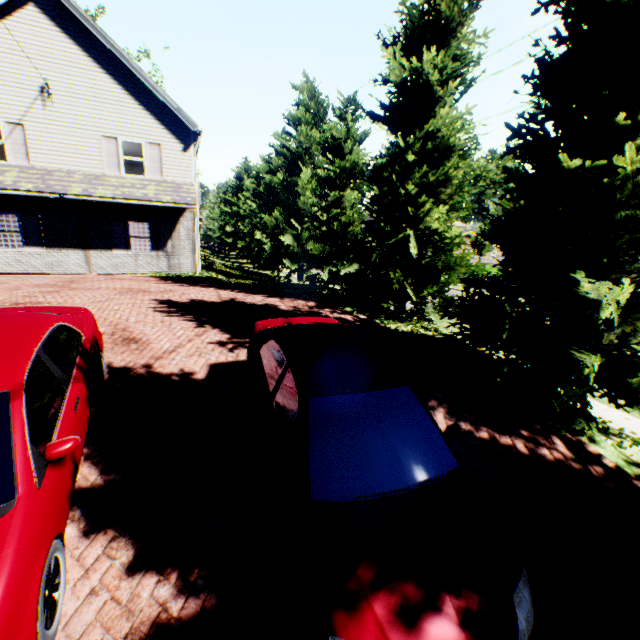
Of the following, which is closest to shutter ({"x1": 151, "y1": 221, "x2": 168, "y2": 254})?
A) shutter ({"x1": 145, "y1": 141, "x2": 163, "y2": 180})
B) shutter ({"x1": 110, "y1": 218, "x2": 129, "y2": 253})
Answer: shutter ({"x1": 110, "y1": 218, "x2": 129, "y2": 253})

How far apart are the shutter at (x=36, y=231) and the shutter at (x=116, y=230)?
2.5m

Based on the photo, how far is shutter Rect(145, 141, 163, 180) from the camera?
14.8 meters

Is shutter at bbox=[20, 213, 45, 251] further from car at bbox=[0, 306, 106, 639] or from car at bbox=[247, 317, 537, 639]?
car at bbox=[247, 317, 537, 639]

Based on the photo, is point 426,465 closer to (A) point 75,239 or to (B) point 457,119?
(B) point 457,119

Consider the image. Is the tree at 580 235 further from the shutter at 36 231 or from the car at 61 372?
the shutter at 36 231

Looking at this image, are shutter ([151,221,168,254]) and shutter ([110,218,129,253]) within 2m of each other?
yes

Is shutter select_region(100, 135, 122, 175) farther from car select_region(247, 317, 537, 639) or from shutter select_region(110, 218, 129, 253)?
car select_region(247, 317, 537, 639)
